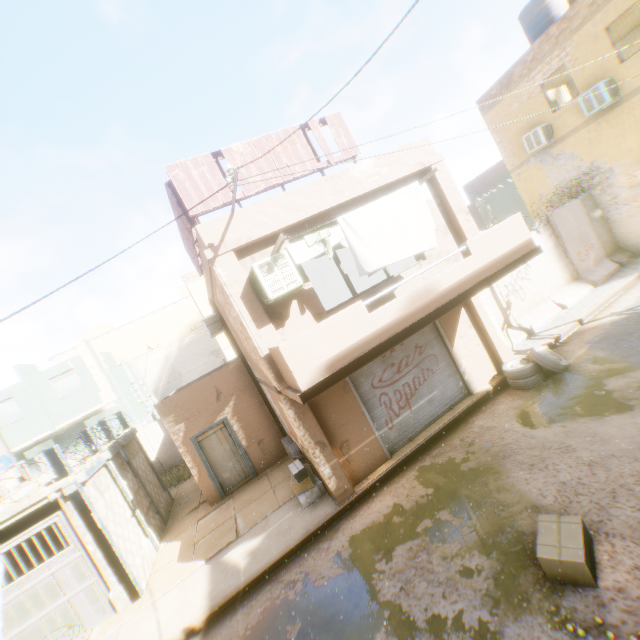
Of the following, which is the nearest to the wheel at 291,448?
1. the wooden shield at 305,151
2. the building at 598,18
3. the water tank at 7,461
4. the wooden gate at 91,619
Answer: the building at 598,18

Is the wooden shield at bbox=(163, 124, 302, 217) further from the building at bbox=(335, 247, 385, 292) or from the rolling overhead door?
the rolling overhead door

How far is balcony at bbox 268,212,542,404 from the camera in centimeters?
577cm

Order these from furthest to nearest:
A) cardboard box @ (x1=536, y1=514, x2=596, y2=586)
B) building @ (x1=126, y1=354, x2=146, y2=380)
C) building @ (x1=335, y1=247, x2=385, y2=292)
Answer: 1. building @ (x1=126, y1=354, x2=146, y2=380)
2. building @ (x1=335, y1=247, x2=385, y2=292)
3. cardboard box @ (x1=536, y1=514, x2=596, y2=586)

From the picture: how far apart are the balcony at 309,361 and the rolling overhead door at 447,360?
0.0m

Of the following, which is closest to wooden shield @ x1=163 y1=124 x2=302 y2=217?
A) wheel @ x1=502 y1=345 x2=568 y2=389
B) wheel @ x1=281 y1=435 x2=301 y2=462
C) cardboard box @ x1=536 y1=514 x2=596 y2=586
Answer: wheel @ x1=281 y1=435 x2=301 y2=462

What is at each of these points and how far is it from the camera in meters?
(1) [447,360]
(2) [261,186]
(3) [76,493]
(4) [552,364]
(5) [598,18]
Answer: (1) rolling overhead door, 9.6 m
(2) wooden shield, 7.3 m
(3) wooden beam, 8.2 m
(4) wheel, 8.6 m
(5) building, 11.6 m

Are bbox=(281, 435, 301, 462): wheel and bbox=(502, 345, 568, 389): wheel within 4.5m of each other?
no
